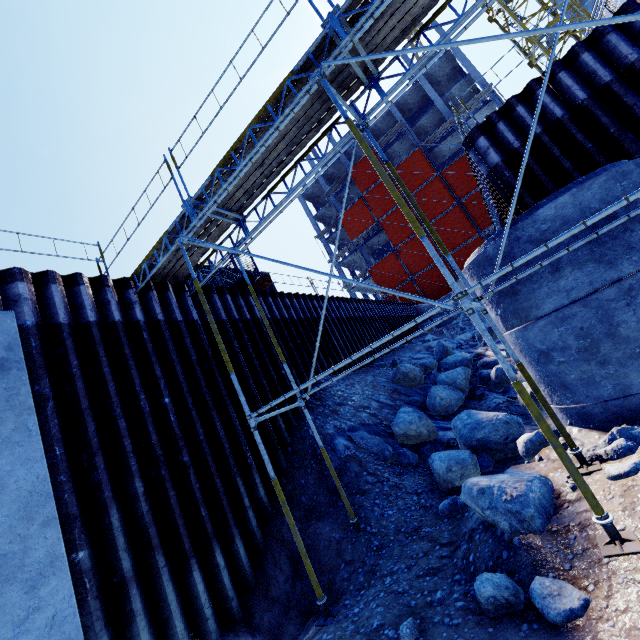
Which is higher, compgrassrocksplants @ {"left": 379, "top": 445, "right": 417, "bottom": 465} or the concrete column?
the concrete column

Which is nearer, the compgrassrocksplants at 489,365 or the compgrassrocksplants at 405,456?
the compgrassrocksplants at 405,456

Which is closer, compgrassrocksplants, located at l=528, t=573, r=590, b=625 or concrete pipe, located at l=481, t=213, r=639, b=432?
compgrassrocksplants, located at l=528, t=573, r=590, b=625

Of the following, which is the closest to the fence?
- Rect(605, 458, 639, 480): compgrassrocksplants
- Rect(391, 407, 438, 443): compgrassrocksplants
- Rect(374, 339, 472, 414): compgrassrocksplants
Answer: Rect(374, 339, 472, 414): compgrassrocksplants

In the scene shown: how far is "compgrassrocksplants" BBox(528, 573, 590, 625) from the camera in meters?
2.8 m

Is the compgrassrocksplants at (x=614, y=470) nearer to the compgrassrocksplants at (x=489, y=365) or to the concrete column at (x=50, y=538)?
the concrete column at (x=50, y=538)

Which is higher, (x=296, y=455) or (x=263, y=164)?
(x=263, y=164)

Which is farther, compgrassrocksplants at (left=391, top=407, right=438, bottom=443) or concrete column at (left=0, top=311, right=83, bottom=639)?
compgrassrocksplants at (left=391, top=407, right=438, bottom=443)
